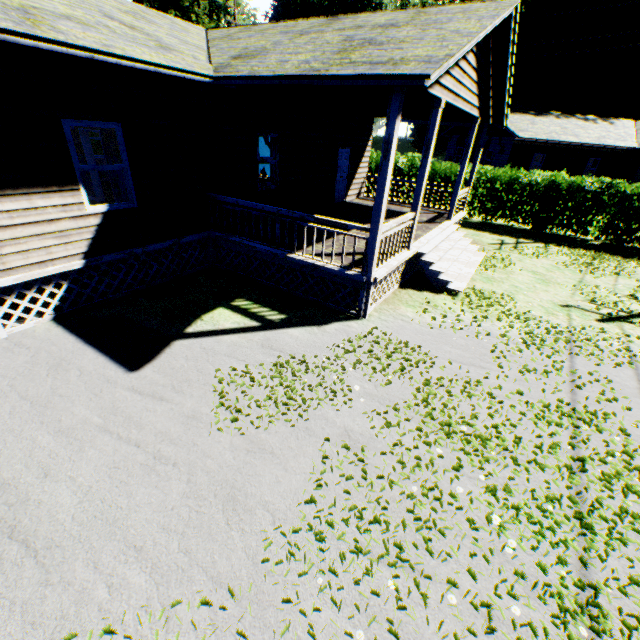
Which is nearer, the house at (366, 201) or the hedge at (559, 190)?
the house at (366, 201)

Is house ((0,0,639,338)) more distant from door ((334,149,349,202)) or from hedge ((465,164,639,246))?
hedge ((465,164,639,246))

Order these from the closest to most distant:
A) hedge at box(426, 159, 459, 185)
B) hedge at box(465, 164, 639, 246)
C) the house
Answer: the house < hedge at box(465, 164, 639, 246) < hedge at box(426, 159, 459, 185)

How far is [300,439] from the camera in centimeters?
440cm

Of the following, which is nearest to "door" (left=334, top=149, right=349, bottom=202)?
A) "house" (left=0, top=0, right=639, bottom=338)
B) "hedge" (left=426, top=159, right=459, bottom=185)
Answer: "house" (left=0, top=0, right=639, bottom=338)

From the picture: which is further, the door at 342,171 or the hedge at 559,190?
the hedge at 559,190
